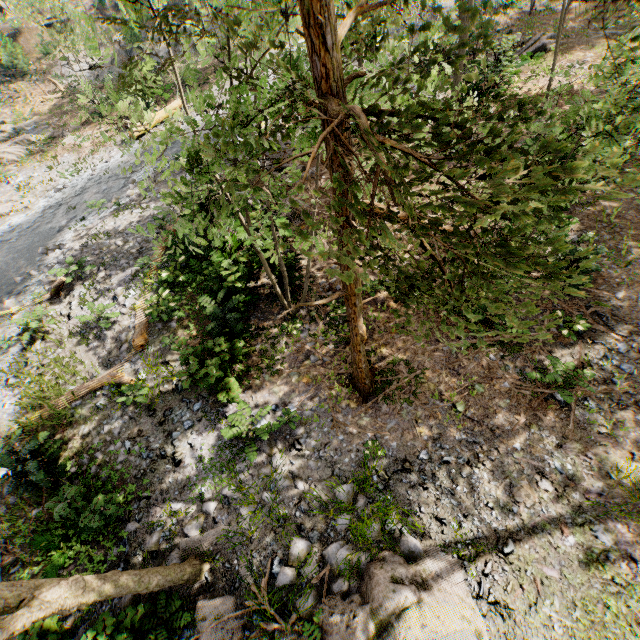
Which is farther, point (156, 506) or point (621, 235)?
point (621, 235)

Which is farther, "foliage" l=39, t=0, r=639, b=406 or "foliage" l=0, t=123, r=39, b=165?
"foliage" l=0, t=123, r=39, b=165

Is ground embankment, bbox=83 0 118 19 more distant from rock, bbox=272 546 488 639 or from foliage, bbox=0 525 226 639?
rock, bbox=272 546 488 639

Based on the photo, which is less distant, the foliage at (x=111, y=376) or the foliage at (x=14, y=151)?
the foliage at (x=111, y=376)

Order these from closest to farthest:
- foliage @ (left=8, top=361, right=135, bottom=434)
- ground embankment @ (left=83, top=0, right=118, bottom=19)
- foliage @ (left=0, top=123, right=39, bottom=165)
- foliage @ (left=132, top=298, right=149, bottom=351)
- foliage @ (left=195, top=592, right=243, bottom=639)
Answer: foliage @ (left=195, top=592, right=243, bottom=639), foliage @ (left=8, top=361, right=135, bottom=434), foliage @ (left=132, top=298, right=149, bottom=351), foliage @ (left=0, top=123, right=39, bottom=165), ground embankment @ (left=83, top=0, right=118, bottom=19)

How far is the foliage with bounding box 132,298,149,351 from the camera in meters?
10.6

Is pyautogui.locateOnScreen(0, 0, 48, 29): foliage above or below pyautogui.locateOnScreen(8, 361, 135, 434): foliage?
above

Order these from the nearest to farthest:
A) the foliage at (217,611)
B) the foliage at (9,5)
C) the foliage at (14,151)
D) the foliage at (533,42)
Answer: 1. the foliage at (533,42)
2. the foliage at (217,611)
3. the foliage at (9,5)
4. the foliage at (14,151)
